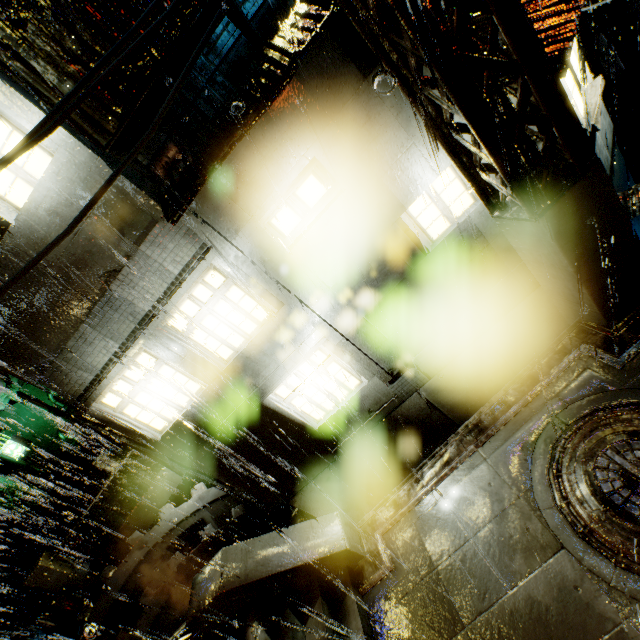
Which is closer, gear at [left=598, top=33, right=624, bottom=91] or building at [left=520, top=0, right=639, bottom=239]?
building at [left=520, top=0, right=639, bottom=239]

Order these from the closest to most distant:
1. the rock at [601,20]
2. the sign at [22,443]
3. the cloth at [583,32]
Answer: the sign at [22,443] < the cloth at [583,32] < the rock at [601,20]

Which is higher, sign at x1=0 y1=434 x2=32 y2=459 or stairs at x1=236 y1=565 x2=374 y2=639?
sign at x1=0 y1=434 x2=32 y2=459

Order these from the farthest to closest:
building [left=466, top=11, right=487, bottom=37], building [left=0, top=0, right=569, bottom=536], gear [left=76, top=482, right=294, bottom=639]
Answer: gear [left=76, top=482, right=294, bottom=639]
building [left=466, top=11, right=487, bottom=37]
building [left=0, top=0, right=569, bottom=536]

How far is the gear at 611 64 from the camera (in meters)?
38.12

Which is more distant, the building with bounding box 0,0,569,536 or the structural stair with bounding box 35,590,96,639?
the structural stair with bounding box 35,590,96,639

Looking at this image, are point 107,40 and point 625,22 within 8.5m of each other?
no

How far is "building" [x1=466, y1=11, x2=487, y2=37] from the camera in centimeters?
660cm
